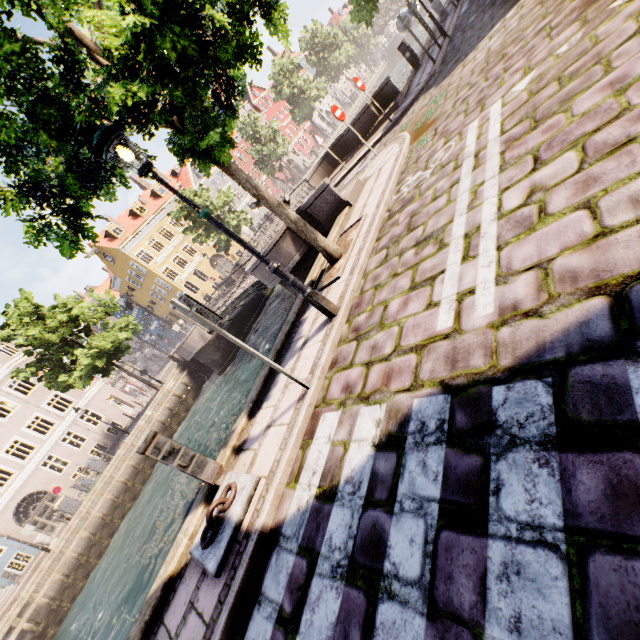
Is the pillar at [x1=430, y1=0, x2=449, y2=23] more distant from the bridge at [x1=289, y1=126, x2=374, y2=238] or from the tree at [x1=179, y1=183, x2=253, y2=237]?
the bridge at [x1=289, y1=126, x2=374, y2=238]

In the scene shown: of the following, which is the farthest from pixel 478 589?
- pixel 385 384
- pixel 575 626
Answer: pixel 385 384

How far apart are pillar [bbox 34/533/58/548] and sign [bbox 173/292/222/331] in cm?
2316

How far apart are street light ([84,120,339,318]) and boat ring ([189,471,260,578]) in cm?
244

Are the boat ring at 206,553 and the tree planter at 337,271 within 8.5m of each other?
yes

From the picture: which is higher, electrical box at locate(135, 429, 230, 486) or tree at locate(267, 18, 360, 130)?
tree at locate(267, 18, 360, 130)

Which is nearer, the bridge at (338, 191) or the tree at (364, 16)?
the bridge at (338, 191)

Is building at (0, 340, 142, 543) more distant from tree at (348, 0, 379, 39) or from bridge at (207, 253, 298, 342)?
bridge at (207, 253, 298, 342)
